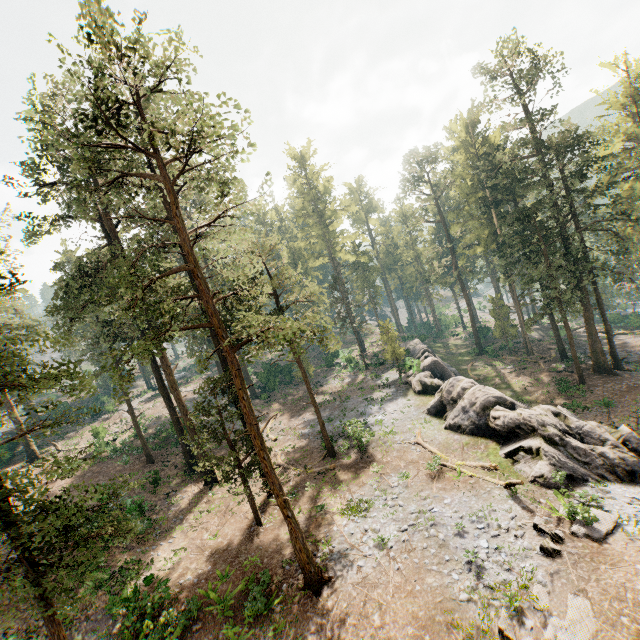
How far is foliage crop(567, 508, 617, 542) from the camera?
13.0m

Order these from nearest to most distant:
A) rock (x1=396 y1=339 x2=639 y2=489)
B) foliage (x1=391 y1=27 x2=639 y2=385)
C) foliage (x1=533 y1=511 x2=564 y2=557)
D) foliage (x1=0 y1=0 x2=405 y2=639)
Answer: foliage (x1=0 y1=0 x2=405 y2=639) → foliage (x1=533 y1=511 x2=564 y2=557) → rock (x1=396 y1=339 x2=639 y2=489) → foliage (x1=391 y1=27 x2=639 y2=385)

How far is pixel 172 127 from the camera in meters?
15.5

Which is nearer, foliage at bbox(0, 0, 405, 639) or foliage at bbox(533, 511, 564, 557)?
foliage at bbox(0, 0, 405, 639)

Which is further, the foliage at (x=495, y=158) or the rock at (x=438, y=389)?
the foliage at (x=495, y=158)

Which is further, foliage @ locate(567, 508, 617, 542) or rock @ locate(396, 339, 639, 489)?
rock @ locate(396, 339, 639, 489)

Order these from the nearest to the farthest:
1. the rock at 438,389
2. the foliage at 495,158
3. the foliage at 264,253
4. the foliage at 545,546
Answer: the foliage at 264,253 → the foliage at 545,546 → the rock at 438,389 → the foliage at 495,158
